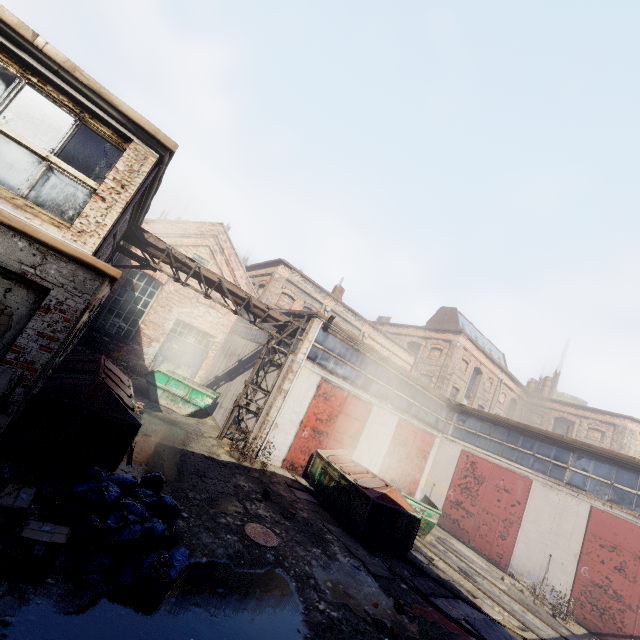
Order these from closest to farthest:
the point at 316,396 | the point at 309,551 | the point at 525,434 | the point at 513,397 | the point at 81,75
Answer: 1. the point at 81,75
2. the point at 309,551
3. the point at 316,396
4. the point at 525,434
5. the point at 513,397

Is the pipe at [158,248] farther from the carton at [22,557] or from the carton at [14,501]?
the carton at [22,557]

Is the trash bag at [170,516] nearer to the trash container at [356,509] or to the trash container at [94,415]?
the trash container at [94,415]

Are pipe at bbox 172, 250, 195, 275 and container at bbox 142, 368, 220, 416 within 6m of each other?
yes

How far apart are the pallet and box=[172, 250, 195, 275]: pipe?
Result: 7.58m

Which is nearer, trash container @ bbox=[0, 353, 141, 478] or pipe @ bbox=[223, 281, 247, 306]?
trash container @ bbox=[0, 353, 141, 478]

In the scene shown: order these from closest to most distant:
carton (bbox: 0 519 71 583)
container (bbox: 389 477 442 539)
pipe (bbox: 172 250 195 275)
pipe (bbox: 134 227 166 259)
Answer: carton (bbox: 0 519 71 583) → pipe (bbox: 134 227 166 259) → pipe (bbox: 172 250 195 275) → container (bbox: 389 477 442 539)

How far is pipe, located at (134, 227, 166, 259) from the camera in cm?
1138
